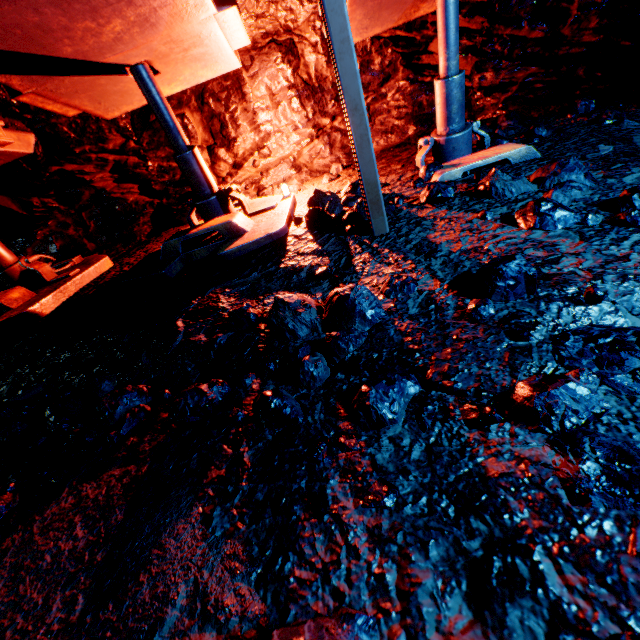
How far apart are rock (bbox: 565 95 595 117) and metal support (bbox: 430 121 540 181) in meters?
1.1

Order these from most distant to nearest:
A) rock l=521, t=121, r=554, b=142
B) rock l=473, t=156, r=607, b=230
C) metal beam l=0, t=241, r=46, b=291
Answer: metal beam l=0, t=241, r=46, b=291 < rock l=521, t=121, r=554, b=142 < rock l=473, t=156, r=607, b=230

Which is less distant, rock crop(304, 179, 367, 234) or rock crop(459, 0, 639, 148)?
rock crop(304, 179, 367, 234)

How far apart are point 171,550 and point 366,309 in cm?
118

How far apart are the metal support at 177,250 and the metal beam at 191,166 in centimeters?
3cm

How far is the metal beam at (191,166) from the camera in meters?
2.8 m

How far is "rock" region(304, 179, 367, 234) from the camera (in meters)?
2.55
